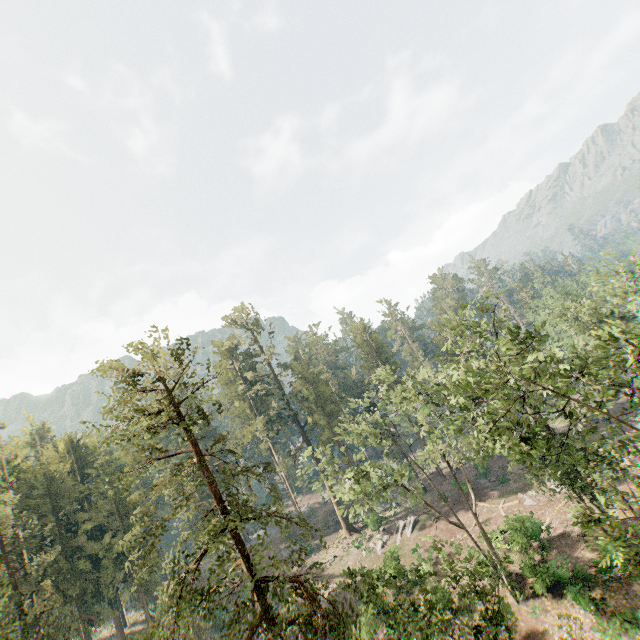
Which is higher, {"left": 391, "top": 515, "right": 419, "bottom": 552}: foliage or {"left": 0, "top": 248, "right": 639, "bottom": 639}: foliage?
{"left": 0, "top": 248, "right": 639, "bottom": 639}: foliage

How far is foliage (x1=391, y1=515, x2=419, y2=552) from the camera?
39.5 meters

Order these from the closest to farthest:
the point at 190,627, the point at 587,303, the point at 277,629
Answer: the point at 277,629
the point at 587,303
the point at 190,627

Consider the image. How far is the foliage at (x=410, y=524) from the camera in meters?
39.5 m

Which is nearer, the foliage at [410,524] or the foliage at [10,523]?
the foliage at [10,523]

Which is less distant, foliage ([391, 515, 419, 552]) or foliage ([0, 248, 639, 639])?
foliage ([0, 248, 639, 639])
